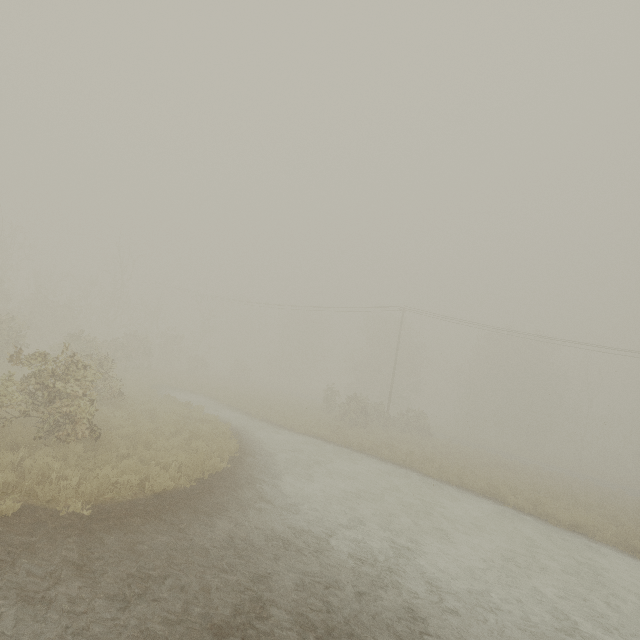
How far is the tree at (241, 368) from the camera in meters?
45.1

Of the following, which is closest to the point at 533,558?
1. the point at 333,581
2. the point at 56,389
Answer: the point at 333,581

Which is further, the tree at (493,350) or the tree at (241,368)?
the tree at (241,368)

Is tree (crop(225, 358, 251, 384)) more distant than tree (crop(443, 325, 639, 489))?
Yes

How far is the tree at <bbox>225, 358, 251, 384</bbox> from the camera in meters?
45.1
